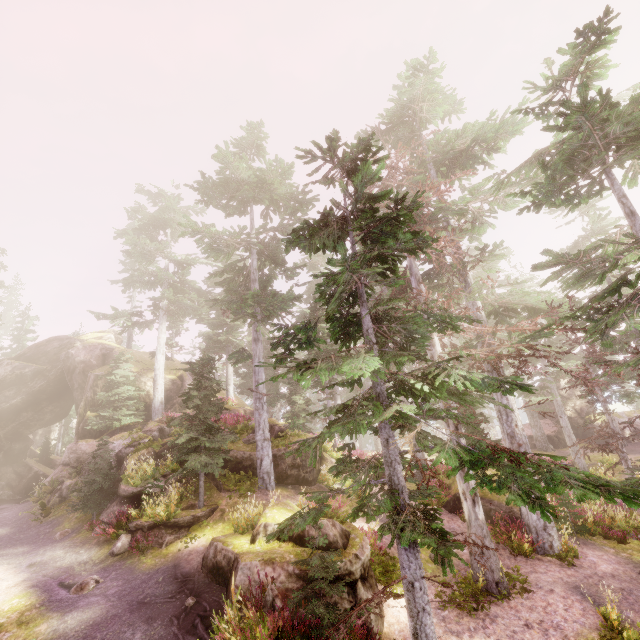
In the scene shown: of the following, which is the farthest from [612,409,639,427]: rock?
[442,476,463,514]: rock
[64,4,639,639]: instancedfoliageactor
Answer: [442,476,463,514]: rock

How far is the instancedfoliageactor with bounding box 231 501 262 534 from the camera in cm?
1109

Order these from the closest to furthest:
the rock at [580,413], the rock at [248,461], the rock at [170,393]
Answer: the rock at [248,461], the rock at [170,393], the rock at [580,413]

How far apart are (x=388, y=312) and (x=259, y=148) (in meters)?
19.33

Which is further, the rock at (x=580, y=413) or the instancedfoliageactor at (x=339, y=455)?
the rock at (x=580, y=413)

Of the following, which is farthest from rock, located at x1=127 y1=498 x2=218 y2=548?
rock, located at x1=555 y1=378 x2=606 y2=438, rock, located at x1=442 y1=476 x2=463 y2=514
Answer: rock, located at x1=555 y1=378 x2=606 y2=438

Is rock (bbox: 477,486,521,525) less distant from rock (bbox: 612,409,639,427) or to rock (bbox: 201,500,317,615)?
rock (bbox: 201,500,317,615)
